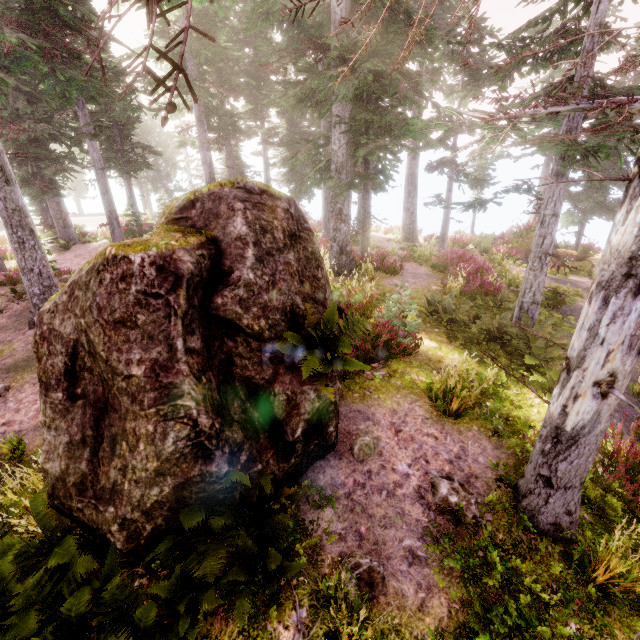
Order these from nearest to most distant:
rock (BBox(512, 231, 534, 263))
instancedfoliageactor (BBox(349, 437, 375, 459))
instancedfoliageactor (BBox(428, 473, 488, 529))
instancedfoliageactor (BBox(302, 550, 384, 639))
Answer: instancedfoliageactor (BBox(302, 550, 384, 639))
instancedfoliageactor (BBox(428, 473, 488, 529))
instancedfoliageactor (BBox(349, 437, 375, 459))
rock (BBox(512, 231, 534, 263))

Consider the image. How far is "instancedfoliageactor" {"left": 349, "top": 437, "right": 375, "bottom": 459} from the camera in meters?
5.6 m

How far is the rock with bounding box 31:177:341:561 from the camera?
4.06m

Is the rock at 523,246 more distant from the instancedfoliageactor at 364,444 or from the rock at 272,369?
the rock at 272,369

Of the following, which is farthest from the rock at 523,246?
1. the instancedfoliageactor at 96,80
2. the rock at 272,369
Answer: the rock at 272,369

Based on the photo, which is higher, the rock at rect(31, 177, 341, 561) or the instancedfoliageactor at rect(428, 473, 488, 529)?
the rock at rect(31, 177, 341, 561)

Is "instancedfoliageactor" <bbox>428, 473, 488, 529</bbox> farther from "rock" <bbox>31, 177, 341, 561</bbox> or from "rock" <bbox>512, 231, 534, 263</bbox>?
"rock" <bbox>512, 231, 534, 263</bbox>

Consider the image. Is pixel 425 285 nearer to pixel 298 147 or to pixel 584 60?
pixel 584 60
